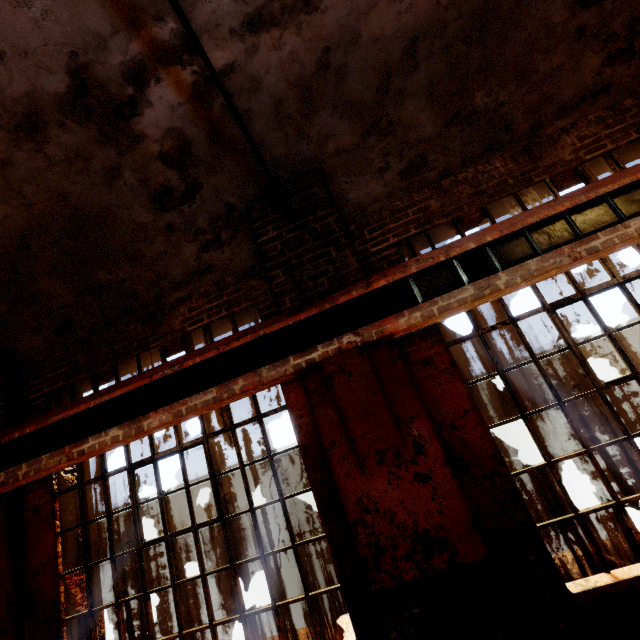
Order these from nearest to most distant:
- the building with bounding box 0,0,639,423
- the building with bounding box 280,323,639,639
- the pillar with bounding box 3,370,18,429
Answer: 1. the building with bounding box 280,323,639,639
2. the building with bounding box 0,0,639,423
3. the pillar with bounding box 3,370,18,429

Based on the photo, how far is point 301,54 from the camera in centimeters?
327cm

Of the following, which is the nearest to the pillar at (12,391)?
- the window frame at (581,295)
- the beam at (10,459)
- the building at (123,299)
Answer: the building at (123,299)

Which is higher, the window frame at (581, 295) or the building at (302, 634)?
the window frame at (581, 295)

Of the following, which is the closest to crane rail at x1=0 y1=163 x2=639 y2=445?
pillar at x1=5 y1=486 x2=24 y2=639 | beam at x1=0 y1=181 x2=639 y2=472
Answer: beam at x1=0 y1=181 x2=639 y2=472

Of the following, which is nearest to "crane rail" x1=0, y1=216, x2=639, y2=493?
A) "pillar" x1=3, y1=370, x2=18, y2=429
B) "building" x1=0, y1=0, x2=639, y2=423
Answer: "building" x1=0, y1=0, x2=639, y2=423

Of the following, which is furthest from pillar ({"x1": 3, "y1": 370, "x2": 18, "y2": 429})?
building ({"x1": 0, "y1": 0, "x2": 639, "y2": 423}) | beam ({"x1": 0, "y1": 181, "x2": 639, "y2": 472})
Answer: beam ({"x1": 0, "y1": 181, "x2": 639, "y2": 472})

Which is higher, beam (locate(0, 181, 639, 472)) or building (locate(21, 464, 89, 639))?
beam (locate(0, 181, 639, 472))
